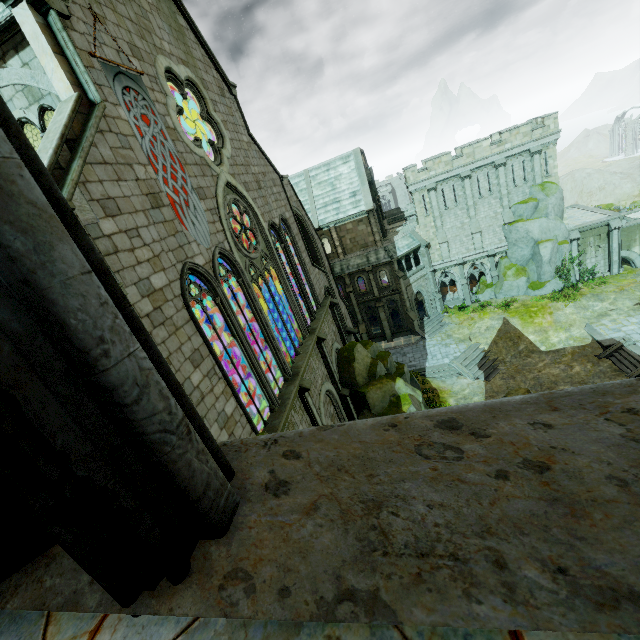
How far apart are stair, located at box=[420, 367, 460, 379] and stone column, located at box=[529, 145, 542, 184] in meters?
19.9 m

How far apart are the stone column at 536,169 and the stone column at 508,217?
2.0m

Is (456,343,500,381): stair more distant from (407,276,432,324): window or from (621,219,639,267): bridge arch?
(621,219,639,267): bridge arch

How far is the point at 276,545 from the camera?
1.0 meters

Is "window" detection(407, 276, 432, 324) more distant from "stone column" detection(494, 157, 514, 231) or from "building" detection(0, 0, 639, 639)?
"stone column" detection(494, 157, 514, 231)

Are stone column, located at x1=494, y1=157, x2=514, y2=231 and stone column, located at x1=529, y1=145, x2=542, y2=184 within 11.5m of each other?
yes

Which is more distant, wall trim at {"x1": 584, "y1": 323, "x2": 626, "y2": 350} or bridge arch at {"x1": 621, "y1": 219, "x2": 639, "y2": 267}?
bridge arch at {"x1": 621, "y1": 219, "x2": 639, "y2": 267}

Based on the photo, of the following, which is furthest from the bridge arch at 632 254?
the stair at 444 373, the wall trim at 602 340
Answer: the stair at 444 373
